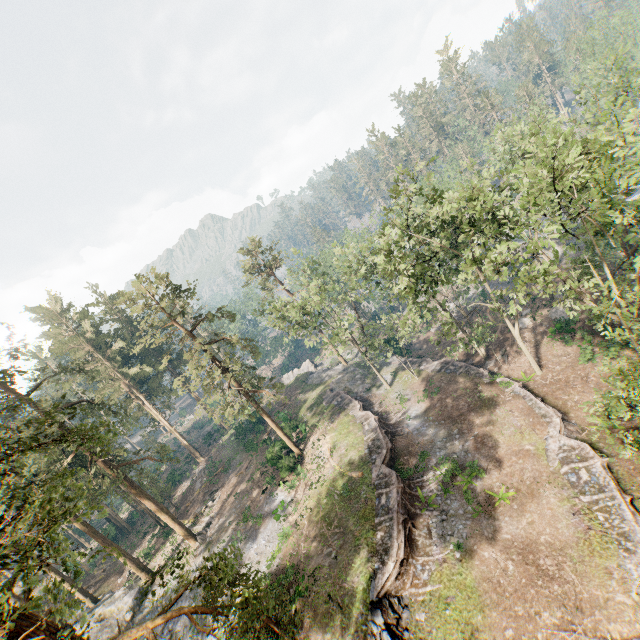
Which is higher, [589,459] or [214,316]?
[214,316]

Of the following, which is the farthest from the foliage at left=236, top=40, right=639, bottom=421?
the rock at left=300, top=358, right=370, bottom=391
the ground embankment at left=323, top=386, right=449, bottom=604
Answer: the ground embankment at left=323, top=386, right=449, bottom=604

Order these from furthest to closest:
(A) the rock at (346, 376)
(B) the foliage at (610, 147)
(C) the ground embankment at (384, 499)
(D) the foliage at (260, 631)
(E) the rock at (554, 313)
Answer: (A) the rock at (346, 376), (E) the rock at (554, 313), (C) the ground embankment at (384, 499), (B) the foliage at (610, 147), (D) the foliage at (260, 631)

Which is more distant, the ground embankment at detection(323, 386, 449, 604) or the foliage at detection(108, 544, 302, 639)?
the ground embankment at detection(323, 386, 449, 604)

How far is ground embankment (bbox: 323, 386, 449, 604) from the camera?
19.03m

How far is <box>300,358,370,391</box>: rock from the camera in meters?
44.9 m

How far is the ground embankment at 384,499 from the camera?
19.0m

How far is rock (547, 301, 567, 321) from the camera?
33.5m
